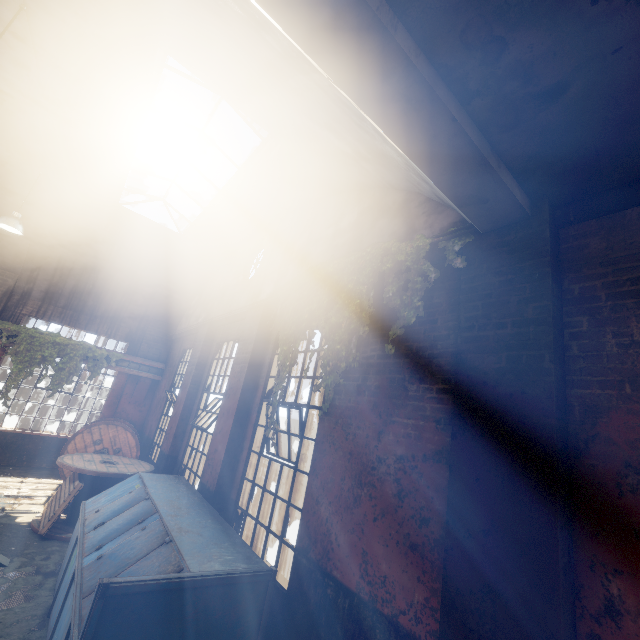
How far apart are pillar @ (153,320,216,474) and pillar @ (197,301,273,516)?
2.36m

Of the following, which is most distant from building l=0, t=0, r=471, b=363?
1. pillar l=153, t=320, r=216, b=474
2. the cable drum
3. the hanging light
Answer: the cable drum

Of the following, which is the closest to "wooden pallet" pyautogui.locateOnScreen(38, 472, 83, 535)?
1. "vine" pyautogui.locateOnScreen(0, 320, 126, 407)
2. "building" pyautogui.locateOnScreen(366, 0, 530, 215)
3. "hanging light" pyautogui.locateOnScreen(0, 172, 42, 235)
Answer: "vine" pyautogui.locateOnScreen(0, 320, 126, 407)

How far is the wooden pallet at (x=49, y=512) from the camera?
5.98m

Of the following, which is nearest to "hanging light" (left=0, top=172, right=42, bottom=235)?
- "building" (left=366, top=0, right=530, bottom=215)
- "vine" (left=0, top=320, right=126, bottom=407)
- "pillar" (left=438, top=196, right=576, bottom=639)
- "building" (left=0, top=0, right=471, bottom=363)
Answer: "building" (left=0, top=0, right=471, bottom=363)

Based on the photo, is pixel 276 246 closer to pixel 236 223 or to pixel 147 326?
pixel 236 223

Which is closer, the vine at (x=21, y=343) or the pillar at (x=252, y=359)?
the pillar at (x=252, y=359)

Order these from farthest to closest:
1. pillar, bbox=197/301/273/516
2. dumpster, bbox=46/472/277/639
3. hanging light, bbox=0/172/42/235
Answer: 1. hanging light, bbox=0/172/42/235
2. pillar, bbox=197/301/273/516
3. dumpster, bbox=46/472/277/639
